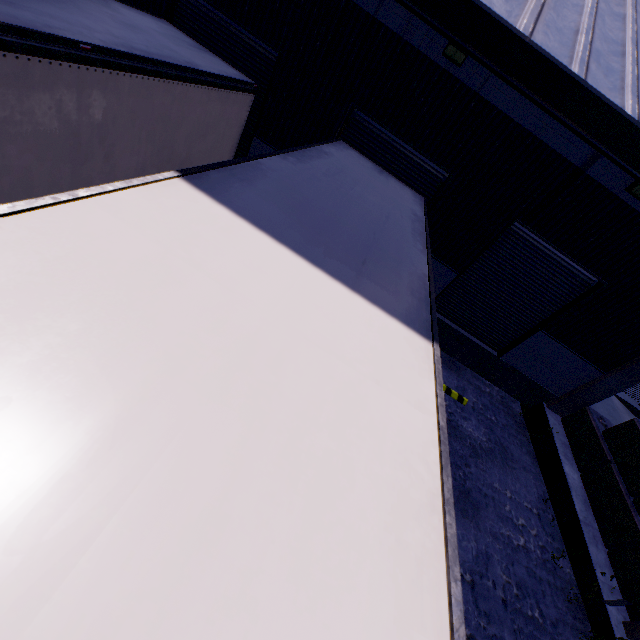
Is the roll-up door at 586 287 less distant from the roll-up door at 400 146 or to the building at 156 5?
the building at 156 5

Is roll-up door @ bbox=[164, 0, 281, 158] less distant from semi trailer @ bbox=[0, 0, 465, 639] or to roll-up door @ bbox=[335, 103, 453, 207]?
semi trailer @ bbox=[0, 0, 465, 639]

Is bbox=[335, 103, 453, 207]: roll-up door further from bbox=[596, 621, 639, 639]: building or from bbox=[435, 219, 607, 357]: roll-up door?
bbox=[435, 219, 607, 357]: roll-up door

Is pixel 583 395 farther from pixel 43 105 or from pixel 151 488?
pixel 43 105

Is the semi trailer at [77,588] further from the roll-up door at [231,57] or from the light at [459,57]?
the light at [459,57]

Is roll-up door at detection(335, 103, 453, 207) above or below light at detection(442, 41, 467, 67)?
below

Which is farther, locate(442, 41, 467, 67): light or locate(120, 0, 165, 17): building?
locate(120, 0, 165, 17): building

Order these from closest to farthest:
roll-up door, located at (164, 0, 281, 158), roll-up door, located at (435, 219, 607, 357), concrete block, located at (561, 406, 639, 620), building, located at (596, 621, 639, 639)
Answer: building, located at (596, 621, 639, 639) < concrete block, located at (561, 406, 639, 620) < roll-up door, located at (164, 0, 281, 158) < roll-up door, located at (435, 219, 607, 357)
